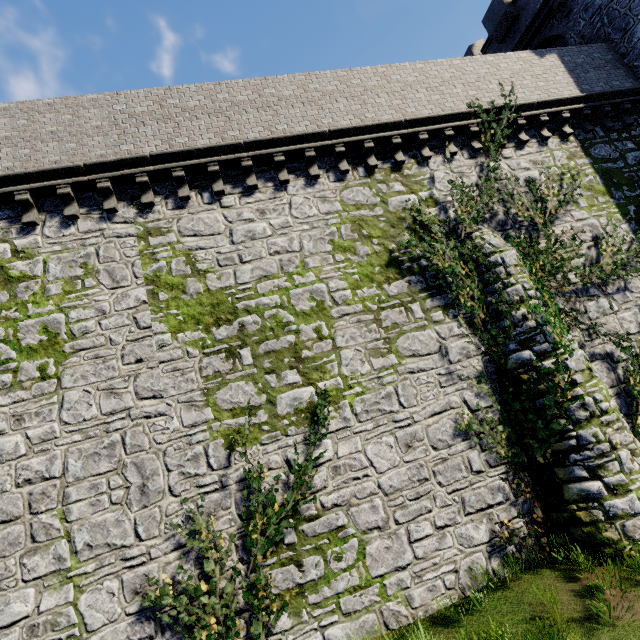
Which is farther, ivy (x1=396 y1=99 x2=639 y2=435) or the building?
the building

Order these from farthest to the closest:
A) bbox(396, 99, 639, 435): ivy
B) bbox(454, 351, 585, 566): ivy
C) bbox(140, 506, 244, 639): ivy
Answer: bbox(396, 99, 639, 435): ivy, bbox(454, 351, 585, 566): ivy, bbox(140, 506, 244, 639): ivy

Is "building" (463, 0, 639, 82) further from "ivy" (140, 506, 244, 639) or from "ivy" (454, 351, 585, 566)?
"ivy" (140, 506, 244, 639)

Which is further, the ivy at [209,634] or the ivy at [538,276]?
the ivy at [538,276]

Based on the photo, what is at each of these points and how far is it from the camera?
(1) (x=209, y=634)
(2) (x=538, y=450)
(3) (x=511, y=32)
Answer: (1) ivy, 6.39m
(2) ivy, 8.25m
(3) building, 16.77m

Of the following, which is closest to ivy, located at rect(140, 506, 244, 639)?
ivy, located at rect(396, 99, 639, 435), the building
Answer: ivy, located at rect(396, 99, 639, 435)

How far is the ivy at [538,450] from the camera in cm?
776

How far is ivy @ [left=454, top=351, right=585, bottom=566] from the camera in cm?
776
